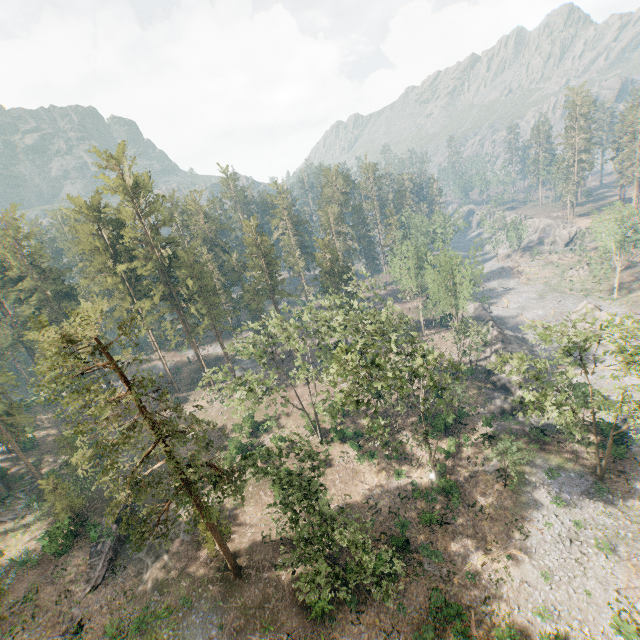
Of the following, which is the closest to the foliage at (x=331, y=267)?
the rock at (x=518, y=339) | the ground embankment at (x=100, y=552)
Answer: the ground embankment at (x=100, y=552)

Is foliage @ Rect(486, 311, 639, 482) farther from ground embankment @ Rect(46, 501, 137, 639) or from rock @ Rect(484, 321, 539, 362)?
rock @ Rect(484, 321, 539, 362)

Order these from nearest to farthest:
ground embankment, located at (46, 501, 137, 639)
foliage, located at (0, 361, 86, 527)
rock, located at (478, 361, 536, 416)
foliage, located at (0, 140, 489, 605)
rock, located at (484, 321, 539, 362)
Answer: foliage, located at (0, 140, 489, 605) → ground embankment, located at (46, 501, 137, 639) → foliage, located at (0, 361, 86, 527) → rock, located at (478, 361, 536, 416) → rock, located at (484, 321, 539, 362)

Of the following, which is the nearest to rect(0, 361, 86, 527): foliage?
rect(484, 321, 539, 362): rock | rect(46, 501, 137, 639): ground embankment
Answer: rect(46, 501, 137, 639): ground embankment

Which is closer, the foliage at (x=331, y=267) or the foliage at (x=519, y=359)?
the foliage at (x=519, y=359)

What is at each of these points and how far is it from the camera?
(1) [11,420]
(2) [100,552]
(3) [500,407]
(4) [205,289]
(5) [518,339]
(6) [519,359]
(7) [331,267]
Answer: (1) foliage, 41.97m
(2) ground embankment, 33.00m
(3) rock, 41.41m
(4) foliage, 52.81m
(5) rock, 58.44m
(6) foliage, 27.88m
(7) foliage, 59.91m
